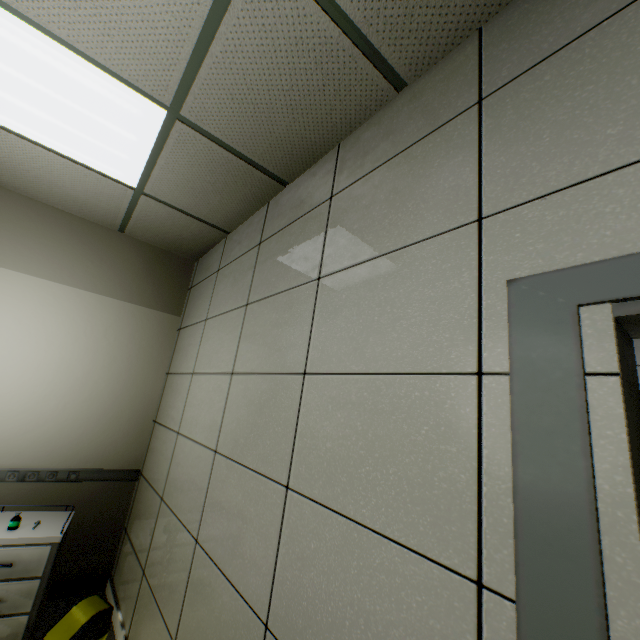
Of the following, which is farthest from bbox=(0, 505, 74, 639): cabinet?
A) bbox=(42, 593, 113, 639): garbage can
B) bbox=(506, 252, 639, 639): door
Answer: bbox=(506, 252, 639, 639): door

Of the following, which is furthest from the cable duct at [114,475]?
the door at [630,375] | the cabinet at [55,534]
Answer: the door at [630,375]

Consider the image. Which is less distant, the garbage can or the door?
the door

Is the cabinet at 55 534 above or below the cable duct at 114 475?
below

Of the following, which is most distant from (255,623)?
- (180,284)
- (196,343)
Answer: (180,284)

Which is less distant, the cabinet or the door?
the door

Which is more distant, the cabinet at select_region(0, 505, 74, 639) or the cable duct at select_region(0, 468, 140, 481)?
the cable duct at select_region(0, 468, 140, 481)

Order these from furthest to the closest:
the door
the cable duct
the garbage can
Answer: the cable duct, the garbage can, the door
